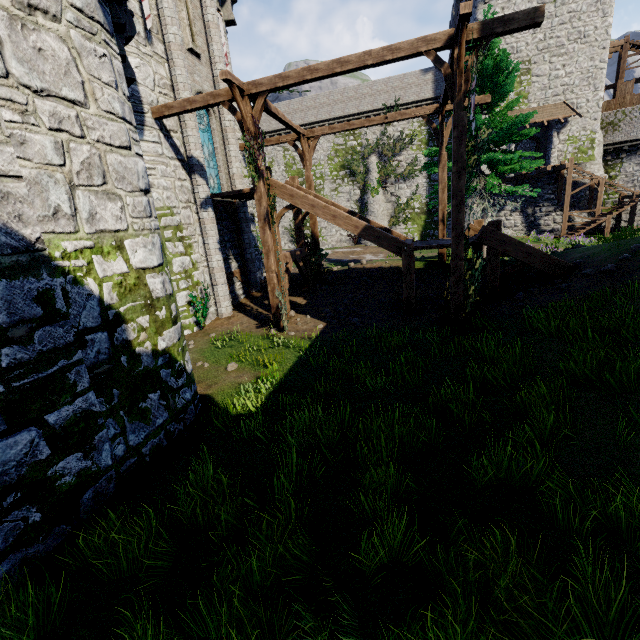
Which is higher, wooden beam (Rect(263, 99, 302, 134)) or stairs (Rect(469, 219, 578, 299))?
wooden beam (Rect(263, 99, 302, 134))

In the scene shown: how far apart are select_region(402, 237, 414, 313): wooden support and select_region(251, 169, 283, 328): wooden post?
4.4m

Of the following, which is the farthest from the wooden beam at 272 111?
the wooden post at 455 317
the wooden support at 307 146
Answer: the wooden post at 455 317

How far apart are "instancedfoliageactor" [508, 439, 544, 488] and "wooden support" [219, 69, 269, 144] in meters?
10.6 m

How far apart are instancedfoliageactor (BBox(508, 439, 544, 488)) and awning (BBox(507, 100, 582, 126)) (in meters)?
32.28

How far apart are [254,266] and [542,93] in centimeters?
2955cm

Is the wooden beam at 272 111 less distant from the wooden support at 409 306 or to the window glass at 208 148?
the window glass at 208 148

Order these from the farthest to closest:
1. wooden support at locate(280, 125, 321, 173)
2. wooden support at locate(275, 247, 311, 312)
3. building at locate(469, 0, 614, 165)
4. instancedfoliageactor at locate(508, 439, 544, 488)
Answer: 1. building at locate(469, 0, 614, 165)
2. wooden support at locate(280, 125, 321, 173)
3. wooden support at locate(275, 247, 311, 312)
4. instancedfoliageactor at locate(508, 439, 544, 488)
